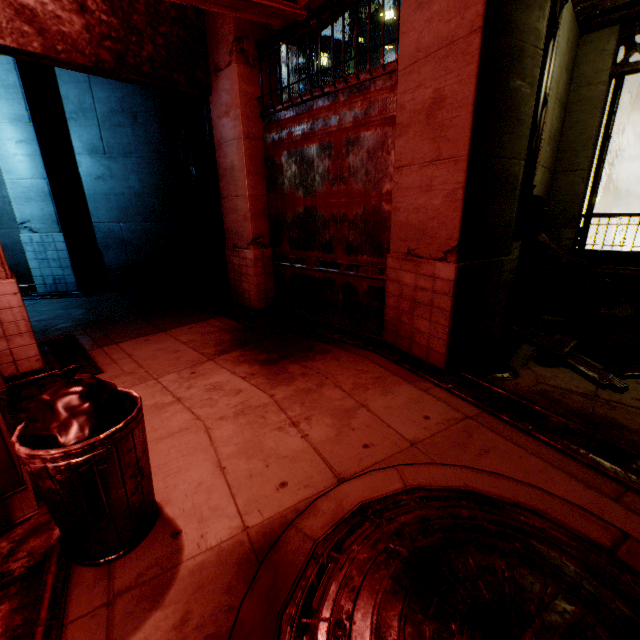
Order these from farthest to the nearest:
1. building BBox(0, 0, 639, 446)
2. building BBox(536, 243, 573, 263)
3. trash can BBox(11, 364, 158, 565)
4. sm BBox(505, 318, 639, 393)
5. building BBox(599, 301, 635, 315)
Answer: building BBox(536, 243, 573, 263)
building BBox(599, 301, 635, 315)
sm BBox(505, 318, 639, 393)
building BBox(0, 0, 639, 446)
trash can BBox(11, 364, 158, 565)

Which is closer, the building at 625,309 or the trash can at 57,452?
the trash can at 57,452

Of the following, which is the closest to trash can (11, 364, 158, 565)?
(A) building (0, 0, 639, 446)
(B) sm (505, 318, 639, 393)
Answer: (A) building (0, 0, 639, 446)

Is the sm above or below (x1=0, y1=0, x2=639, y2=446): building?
below

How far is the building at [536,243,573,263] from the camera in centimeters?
833cm

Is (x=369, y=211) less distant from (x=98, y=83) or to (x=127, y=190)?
(x=127, y=190)

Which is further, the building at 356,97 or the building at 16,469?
the building at 356,97
